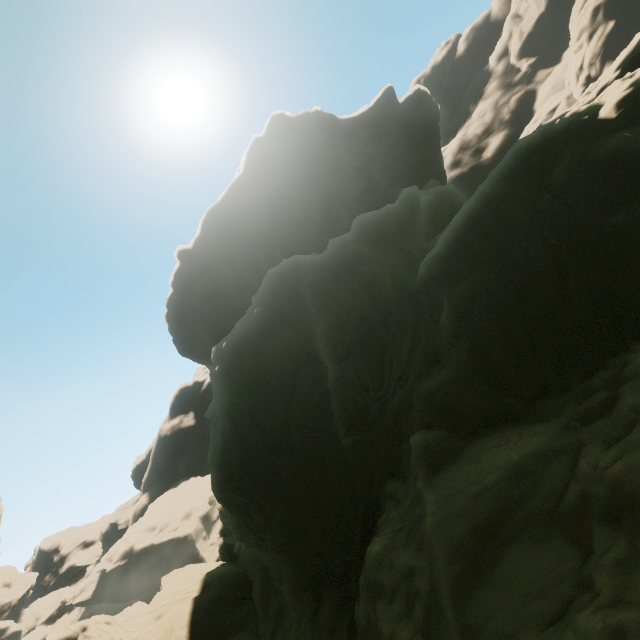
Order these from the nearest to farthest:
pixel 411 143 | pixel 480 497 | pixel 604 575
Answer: pixel 604 575
pixel 480 497
pixel 411 143

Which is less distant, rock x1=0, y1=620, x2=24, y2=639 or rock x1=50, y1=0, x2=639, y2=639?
rock x1=50, y1=0, x2=639, y2=639

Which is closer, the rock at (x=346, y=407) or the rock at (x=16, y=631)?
the rock at (x=346, y=407)
